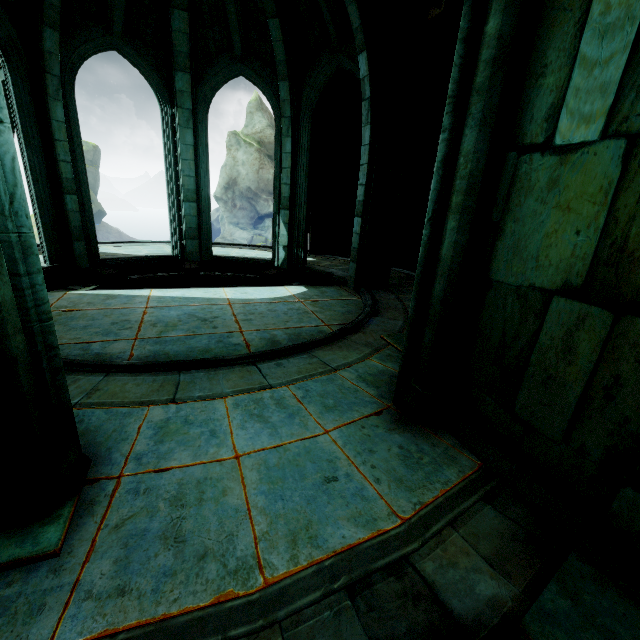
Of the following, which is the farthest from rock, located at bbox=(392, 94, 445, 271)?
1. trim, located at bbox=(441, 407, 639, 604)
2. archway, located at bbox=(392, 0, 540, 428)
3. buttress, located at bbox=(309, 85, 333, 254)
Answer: trim, located at bbox=(441, 407, 639, 604)

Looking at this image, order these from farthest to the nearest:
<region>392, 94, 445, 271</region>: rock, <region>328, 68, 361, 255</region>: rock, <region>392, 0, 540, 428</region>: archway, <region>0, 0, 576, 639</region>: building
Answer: <region>328, 68, 361, 255</region>: rock < <region>392, 94, 445, 271</region>: rock < <region>392, 0, 540, 428</region>: archway < <region>0, 0, 576, 639</region>: building

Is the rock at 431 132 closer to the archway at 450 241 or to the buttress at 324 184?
the buttress at 324 184

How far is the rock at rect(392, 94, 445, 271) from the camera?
8.99m

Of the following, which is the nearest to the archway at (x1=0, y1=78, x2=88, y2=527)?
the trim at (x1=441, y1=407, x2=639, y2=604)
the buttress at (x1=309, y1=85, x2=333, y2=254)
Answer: the trim at (x1=441, y1=407, x2=639, y2=604)

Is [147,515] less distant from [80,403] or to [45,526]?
[45,526]

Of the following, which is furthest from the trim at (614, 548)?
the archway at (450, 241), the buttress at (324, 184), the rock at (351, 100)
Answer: the buttress at (324, 184)
